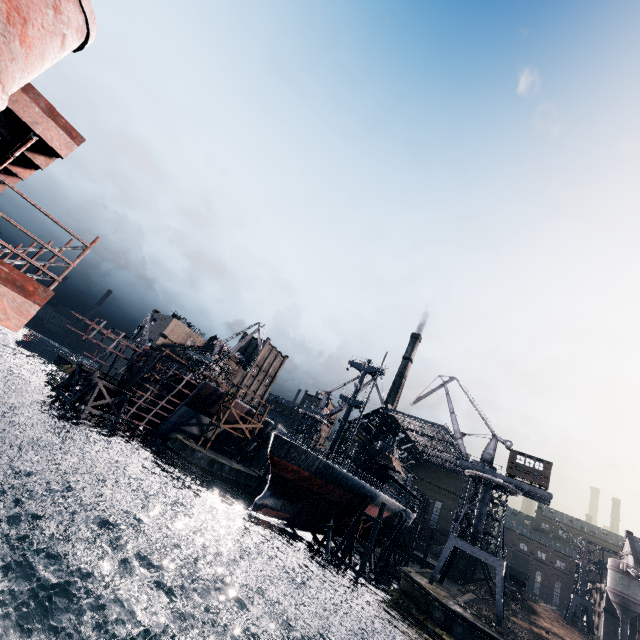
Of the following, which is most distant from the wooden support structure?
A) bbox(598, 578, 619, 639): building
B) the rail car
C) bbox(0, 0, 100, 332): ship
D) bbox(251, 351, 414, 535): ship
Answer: the rail car

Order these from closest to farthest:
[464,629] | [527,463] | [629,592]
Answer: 1. [464,629]
2. [527,463]
3. [629,592]

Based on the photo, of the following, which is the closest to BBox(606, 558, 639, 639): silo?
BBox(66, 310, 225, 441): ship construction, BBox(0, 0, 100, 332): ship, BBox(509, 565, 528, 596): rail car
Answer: BBox(509, 565, 528, 596): rail car

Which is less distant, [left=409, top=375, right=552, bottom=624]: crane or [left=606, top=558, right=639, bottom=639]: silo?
[left=409, top=375, right=552, bottom=624]: crane

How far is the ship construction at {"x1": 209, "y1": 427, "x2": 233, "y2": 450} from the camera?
57.84m

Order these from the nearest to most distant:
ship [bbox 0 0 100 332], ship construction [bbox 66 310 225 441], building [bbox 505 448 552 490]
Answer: ship [bbox 0 0 100 332], building [bbox 505 448 552 490], ship construction [bbox 66 310 225 441]

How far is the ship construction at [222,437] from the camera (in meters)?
57.84

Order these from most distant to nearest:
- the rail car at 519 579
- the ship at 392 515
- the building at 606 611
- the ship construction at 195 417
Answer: the rail car at 519 579 < the building at 606 611 < the ship construction at 195 417 < the ship at 392 515
